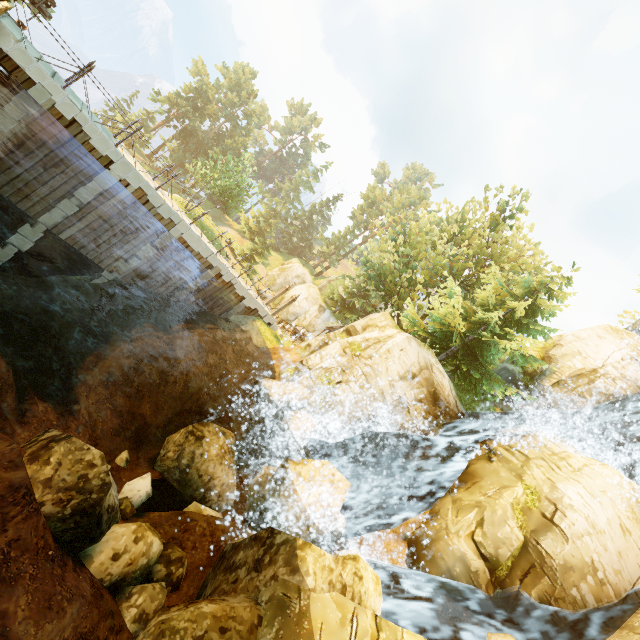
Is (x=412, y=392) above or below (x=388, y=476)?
above

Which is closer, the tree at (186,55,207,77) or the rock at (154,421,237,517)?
the rock at (154,421,237,517)

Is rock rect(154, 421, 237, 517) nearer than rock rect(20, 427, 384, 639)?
No

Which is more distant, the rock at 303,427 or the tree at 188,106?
the tree at 188,106

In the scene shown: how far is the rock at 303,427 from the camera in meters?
14.1 m

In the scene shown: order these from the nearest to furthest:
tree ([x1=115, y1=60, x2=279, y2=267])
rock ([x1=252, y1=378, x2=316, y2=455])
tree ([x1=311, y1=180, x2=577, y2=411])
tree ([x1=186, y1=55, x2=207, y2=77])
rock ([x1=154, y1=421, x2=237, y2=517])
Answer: rock ([x1=154, y1=421, x2=237, y2=517]) < rock ([x1=252, y1=378, x2=316, y2=455]) < tree ([x1=311, y1=180, x2=577, y2=411]) < tree ([x1=115, y1=60, x2=279, y2=267]) < tree ([x1=186, y1=55, x2=207, y2=77])
